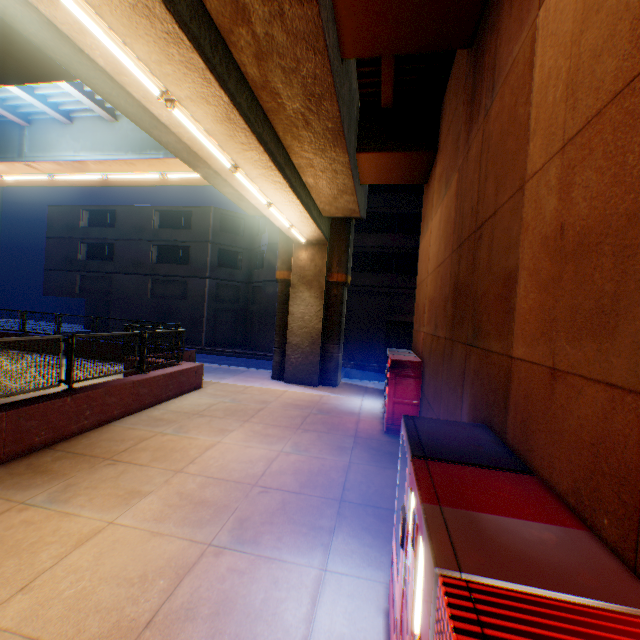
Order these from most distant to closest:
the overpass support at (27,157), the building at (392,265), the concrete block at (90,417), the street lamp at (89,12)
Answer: the building at (392,265) → the concrete block at (90,417) → the overpass support at (27,157) → the street lamp at (89,12)

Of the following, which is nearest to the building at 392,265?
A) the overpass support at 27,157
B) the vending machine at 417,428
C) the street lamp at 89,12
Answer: the overpass support at 27,157

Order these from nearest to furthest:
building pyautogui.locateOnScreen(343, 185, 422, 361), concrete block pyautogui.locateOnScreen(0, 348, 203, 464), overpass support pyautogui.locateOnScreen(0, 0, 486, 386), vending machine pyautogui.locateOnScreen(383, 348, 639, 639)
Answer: vending machine pyautogui.locateOnScreen(383, 348, 639, 639) → overpass support pyautogui.locateOnScreen(0, 0, 486, 386) → concrete block pyautogui.locateOnScreen(0, 348, 203, 464) → building pyautogui.locateOnScreen(343, 185, 422, 361)

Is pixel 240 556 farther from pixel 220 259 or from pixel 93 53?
pixel 220 259

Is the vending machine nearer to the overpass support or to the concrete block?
the overpass support

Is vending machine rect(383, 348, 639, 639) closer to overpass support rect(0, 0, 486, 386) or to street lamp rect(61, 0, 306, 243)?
overpass support rect(0, 0, 486, 386)

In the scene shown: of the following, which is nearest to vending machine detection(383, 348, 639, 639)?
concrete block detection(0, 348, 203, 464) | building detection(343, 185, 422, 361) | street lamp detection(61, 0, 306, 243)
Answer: street lamp detection(61, 0, 306, 243)

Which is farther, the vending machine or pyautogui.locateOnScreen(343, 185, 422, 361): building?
pyautogui.locateOnScreen(343, 185, 422, 361): building
